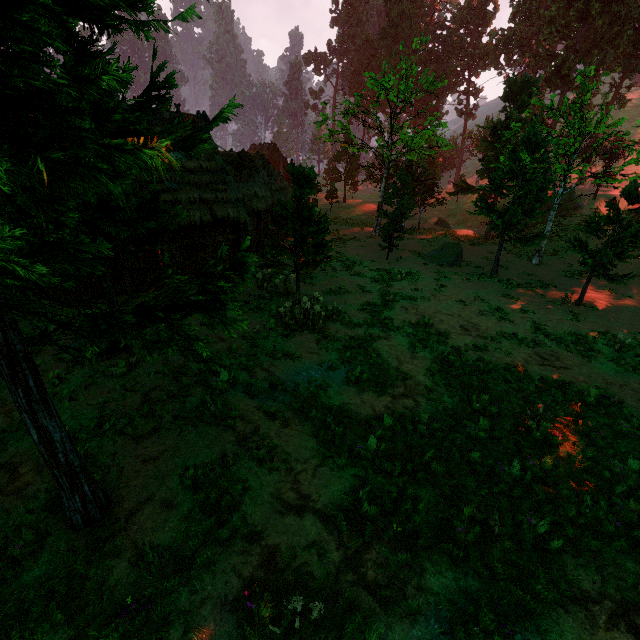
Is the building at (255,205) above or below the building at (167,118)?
below

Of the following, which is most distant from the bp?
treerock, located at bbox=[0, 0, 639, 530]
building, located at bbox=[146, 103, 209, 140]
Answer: treerock, located at bbox=[0, 0, 639, 530]

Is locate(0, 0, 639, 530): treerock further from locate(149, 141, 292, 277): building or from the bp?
the bp

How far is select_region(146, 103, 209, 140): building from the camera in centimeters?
1587cm

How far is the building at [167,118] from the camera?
15.9m

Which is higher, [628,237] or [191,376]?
[628,237]

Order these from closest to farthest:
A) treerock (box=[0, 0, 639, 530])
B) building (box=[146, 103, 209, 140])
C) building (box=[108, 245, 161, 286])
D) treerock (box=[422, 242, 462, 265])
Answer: treerock (box=[0, 0, 639, 530]) → building (box=[108, 245, 161, 286]) → building (box=[146, 103, 209, 140]) → treerock (box=[422, 242, 462, 265])
